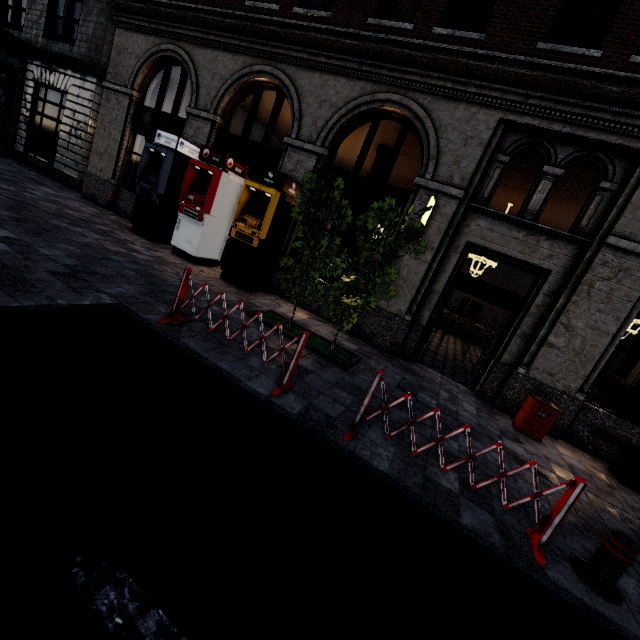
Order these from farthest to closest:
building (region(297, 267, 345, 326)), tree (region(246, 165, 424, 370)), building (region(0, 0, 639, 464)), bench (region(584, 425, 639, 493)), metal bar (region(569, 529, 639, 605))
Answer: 1. building (region(297, 267, 345, 326))
2. building (region(0, 0, 639, 464))
3. bench (region(584, 425, 639, 493))
4. tree (region(246, 165, 424, 370))
5. metal bar (region(569, 529, 639, 605))

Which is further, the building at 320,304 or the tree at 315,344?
the building at 320,304

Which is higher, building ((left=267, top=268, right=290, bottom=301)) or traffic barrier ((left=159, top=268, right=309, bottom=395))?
building ((left=267, top=268, right=290, bottom=301))

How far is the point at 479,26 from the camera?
9.8m

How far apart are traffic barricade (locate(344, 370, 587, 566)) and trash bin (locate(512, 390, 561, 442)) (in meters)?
3.58

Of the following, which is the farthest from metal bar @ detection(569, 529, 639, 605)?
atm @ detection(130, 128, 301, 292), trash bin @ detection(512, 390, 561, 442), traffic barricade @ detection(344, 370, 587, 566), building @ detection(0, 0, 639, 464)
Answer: atm @ detection(130, 128, 301, 292)

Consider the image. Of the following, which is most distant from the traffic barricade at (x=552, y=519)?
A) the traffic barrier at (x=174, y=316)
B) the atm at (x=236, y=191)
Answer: the atm at (x=236, y=191)

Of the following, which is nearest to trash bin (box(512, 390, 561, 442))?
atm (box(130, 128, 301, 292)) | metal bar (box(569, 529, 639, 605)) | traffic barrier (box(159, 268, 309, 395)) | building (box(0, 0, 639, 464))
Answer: building (box(0, 0, 639, 464))
